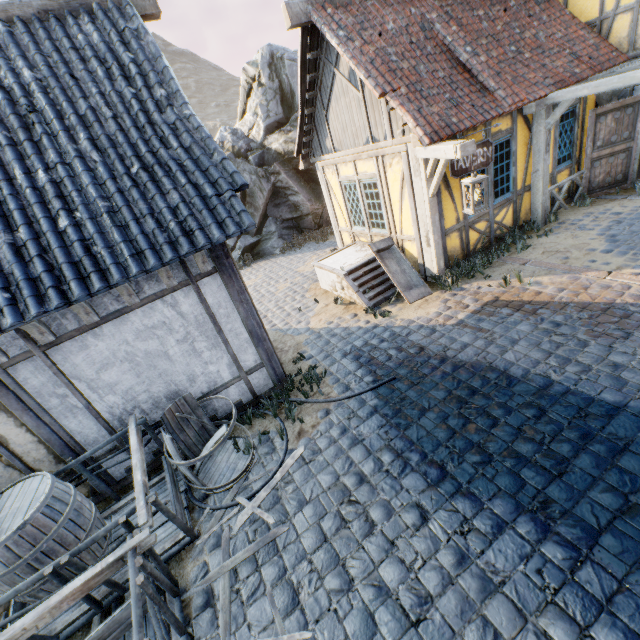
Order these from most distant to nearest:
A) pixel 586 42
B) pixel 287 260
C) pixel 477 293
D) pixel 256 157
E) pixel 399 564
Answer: pixel 256 157
pixel 287 260
pixel 586 42
pixel 477 293
pixel 399 564

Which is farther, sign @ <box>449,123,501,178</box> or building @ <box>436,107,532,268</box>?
building @ <box>436,107,532,268</box>

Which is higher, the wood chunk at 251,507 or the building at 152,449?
the building at 152,449

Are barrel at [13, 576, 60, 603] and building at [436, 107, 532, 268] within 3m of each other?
no

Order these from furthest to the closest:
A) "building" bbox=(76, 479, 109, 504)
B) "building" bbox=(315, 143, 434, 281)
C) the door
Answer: the door → "building" bbox=(315, 143, 434, 281) → "building" bbox=(76, 479, 109, 504)

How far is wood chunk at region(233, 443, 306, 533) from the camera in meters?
3.8

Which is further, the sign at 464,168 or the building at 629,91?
the building at 629,91

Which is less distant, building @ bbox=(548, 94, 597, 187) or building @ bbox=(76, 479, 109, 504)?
building @ bbox=(76, 479, 109, 504)
